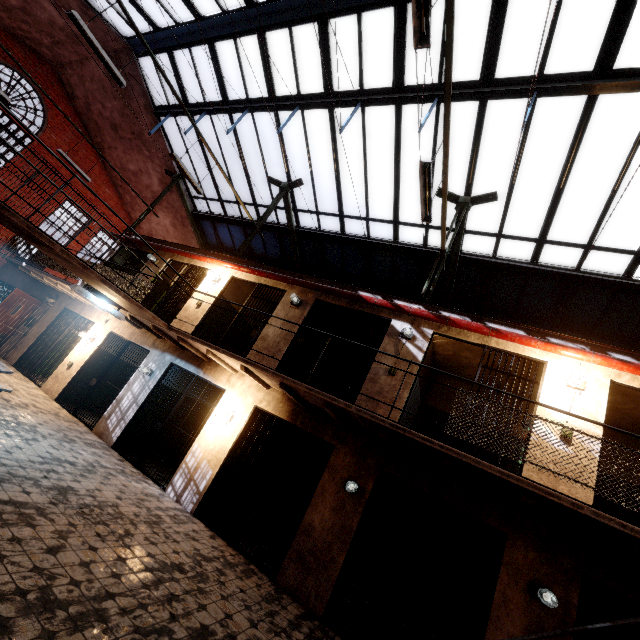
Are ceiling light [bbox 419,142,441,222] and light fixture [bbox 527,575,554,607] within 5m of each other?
no

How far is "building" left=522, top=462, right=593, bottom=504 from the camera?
4.80m

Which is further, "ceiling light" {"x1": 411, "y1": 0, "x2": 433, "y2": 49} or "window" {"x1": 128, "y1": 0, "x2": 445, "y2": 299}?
"window" {"x1": 128, "y1": 0, "x2": 445, "y2": 299}

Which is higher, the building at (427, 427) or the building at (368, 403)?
the building at (427, 427)

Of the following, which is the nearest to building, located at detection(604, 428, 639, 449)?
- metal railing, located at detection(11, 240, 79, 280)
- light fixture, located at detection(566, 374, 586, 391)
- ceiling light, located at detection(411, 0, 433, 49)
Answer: light fixture, located at detection(566, 374, 586, 391)

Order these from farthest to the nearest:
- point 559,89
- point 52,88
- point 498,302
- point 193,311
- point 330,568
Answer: point 52,88 < point 498,302 < point 193,311 < point 559,89 < point 330,568

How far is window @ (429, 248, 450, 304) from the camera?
10.2 meters

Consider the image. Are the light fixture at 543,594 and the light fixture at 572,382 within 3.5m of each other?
yes
